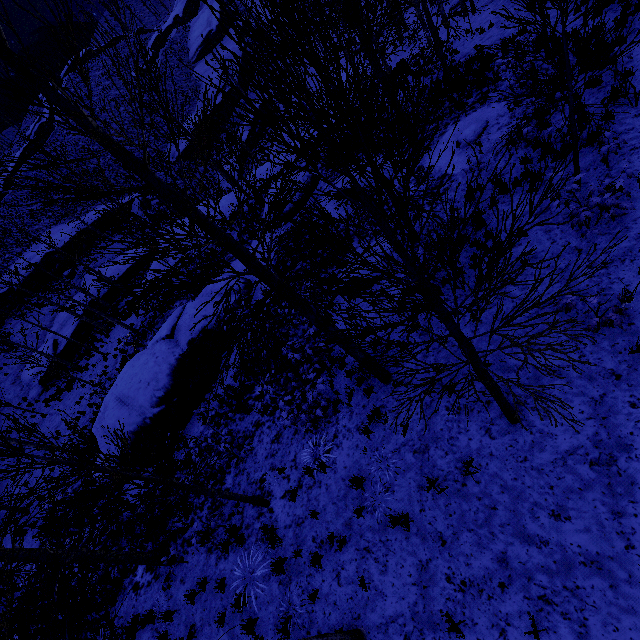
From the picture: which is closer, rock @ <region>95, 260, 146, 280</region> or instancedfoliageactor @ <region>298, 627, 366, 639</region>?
instancedfoliageactor @ <region>298, 627, 366, 639</region>

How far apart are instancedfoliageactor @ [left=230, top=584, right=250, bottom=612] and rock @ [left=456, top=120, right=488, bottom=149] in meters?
13.2 m

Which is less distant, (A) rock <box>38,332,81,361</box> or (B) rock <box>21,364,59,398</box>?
(B) rock <box>21,364,59,398</box>

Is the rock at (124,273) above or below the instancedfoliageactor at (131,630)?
below

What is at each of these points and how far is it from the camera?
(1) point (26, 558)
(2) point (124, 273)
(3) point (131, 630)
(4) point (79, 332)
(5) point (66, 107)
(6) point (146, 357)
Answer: (1) instancedfoliageactor, 6.5 meters
(2) rock, 34.6 meters
(3) instancedfoliageactor, 8.8 meters
(4) rock, 30.4 meters
(5) instancedfoliageactor, 3.5 meters
(6) rock, 13.6 meters

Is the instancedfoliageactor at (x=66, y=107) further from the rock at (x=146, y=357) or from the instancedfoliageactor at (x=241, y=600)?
the instancedfoliageactor at (x=241, y=600)

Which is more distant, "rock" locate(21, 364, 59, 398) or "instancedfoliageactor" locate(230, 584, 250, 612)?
"rock" locate(21, 364, 59, 398)

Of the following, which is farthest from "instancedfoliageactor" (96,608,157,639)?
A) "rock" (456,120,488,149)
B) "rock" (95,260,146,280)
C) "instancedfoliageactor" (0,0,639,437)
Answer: "rock" (95,260,146,280)
